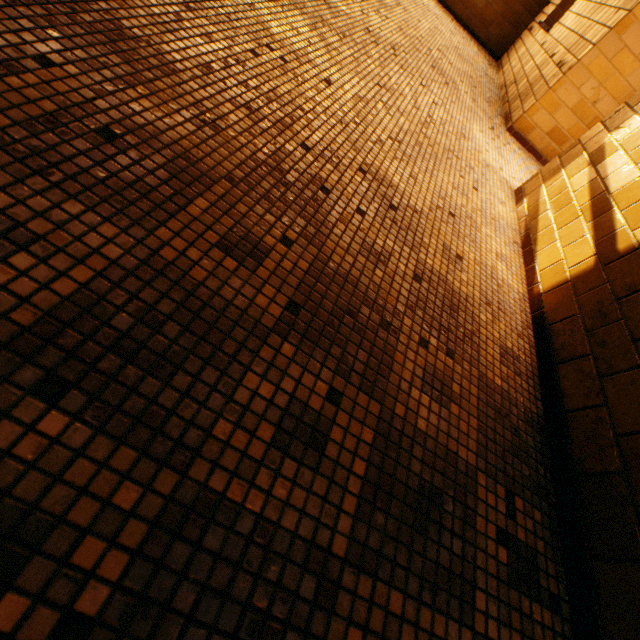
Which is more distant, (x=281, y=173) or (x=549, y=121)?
(x=549, y=121)
